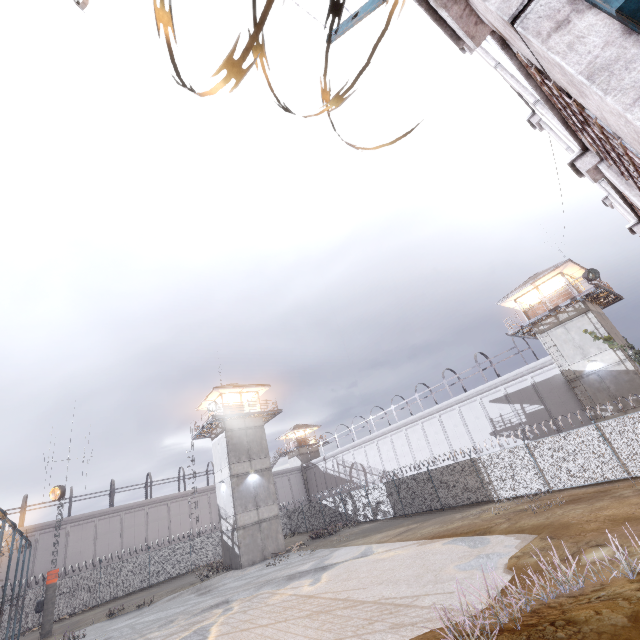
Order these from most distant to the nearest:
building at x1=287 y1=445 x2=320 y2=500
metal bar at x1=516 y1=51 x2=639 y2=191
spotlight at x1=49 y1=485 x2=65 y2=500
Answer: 1. building at x1=287 y1=445 x2=320 y2=500
2. spotlight at x1=49 y1=485 x2=65 y2=500
3. metal bar at x1=516 y1=51 x2=639 y2=191

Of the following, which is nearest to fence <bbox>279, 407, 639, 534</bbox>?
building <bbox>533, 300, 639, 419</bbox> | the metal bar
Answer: the metal bar

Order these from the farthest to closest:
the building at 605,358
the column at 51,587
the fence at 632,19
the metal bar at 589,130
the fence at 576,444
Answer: the building at 605,358
the column at 51,587
the fence at 576,444
the metal bar at 589,130
the fence at 632,19

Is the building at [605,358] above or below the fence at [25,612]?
above

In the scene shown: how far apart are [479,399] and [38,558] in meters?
46.5

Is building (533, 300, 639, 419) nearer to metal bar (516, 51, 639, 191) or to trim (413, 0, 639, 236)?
trim (413, 0, 639, 236)

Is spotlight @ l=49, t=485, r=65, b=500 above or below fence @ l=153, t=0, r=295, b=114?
above

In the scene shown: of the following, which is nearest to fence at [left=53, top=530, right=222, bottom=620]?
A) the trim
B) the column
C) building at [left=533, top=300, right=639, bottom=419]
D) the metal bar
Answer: the trim
